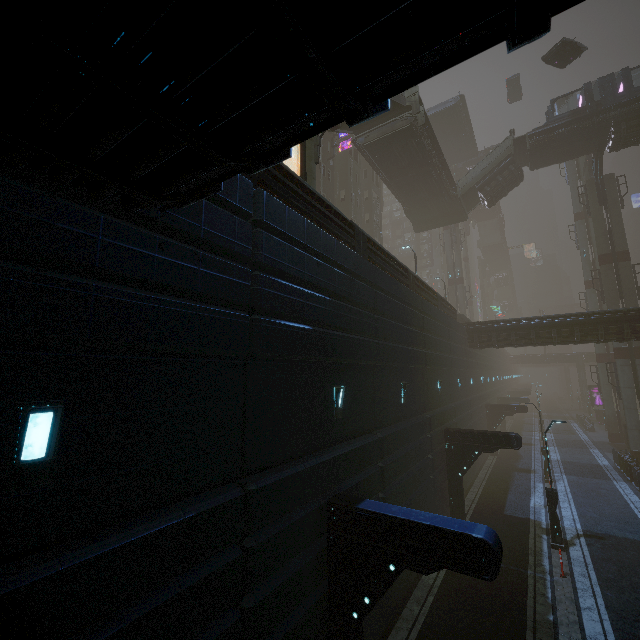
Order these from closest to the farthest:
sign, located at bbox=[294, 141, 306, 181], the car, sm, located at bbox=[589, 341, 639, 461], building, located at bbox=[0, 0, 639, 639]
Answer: building, located at bbox=[0, 0, 639, 639]
sign, located at bbox=[294, 141, 306, 181]
sm, located at bbox=[589, 341, 639, 461]
the car

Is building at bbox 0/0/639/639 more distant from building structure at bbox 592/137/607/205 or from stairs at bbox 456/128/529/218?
building structure at bbox 592/137/607/205

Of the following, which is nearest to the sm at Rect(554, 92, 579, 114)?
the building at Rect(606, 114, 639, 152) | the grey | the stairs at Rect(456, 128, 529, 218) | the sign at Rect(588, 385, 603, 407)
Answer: the building at Rect(606, 114, 639, 152)

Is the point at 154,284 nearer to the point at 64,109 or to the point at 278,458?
the point at 64,109

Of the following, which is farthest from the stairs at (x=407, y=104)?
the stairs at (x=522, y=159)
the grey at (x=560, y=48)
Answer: the stairs at (x=522, y=159)

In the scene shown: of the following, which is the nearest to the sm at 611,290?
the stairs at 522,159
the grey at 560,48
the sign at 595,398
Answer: the grey at 560,48

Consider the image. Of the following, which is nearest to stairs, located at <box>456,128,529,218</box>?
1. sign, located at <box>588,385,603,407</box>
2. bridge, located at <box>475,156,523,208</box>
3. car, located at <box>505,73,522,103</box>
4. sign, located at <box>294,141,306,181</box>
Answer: bridge, located at <box>475,156,523,208</box>

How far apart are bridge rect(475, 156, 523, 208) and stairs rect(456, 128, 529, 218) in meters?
0.0 m
